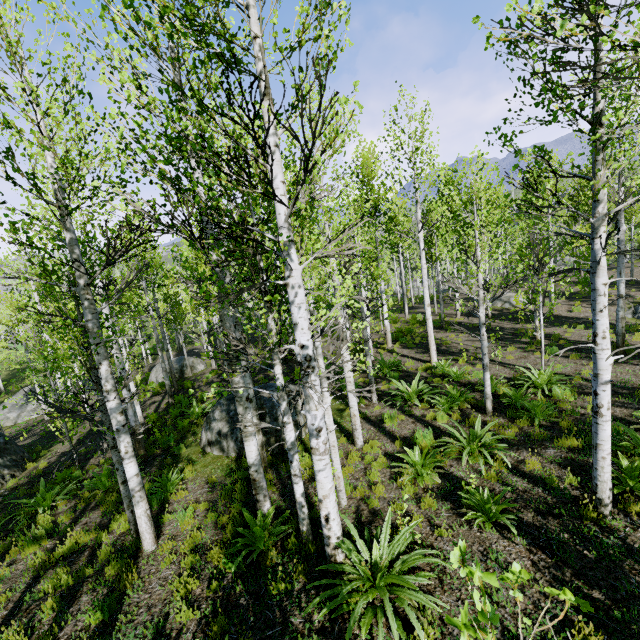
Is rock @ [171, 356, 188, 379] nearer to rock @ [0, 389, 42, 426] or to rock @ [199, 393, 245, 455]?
rock @ [0, 389, 42, 426]

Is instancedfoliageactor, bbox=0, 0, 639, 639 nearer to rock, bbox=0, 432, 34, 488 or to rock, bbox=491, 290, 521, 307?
rock, bbox=0, 432, 34, 488

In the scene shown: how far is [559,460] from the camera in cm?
639

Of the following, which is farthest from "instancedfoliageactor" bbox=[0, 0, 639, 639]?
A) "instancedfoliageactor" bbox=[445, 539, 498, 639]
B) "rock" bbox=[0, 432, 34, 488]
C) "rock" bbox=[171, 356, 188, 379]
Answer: "rock" bbox=[171, 356, 188, 379]

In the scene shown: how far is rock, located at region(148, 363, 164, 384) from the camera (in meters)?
23.12

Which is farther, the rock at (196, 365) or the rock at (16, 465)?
the rock at (196, 365)

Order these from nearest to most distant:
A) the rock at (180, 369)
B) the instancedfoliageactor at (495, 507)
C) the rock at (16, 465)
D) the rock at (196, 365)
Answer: the instancedfoliageactor at (495, 507) → the rock at (16, 465) → the rock at (180, 369) → the rock at (196, 365)

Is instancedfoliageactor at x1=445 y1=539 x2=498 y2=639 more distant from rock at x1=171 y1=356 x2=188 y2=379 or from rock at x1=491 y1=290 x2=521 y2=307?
rock at x1=171 y1=356 x2=188 y2=379
